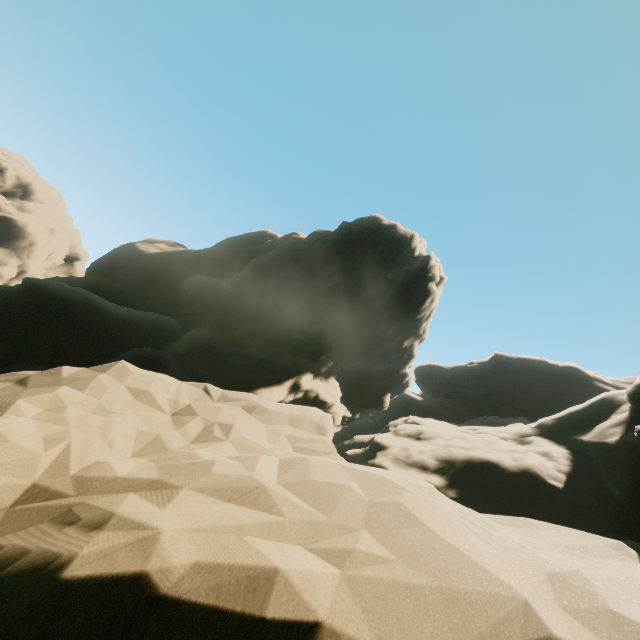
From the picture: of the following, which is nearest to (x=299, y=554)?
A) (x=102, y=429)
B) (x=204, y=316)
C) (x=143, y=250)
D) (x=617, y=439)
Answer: (x=102, y=429)
